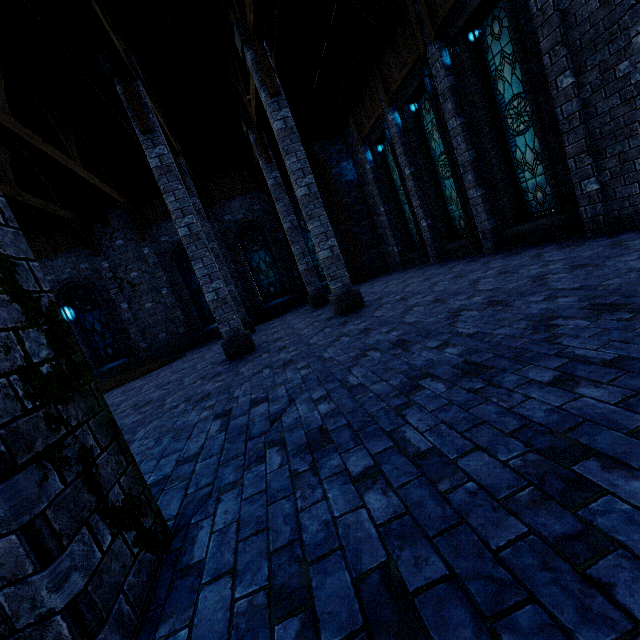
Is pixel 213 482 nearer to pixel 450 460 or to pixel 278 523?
pixel 278 523

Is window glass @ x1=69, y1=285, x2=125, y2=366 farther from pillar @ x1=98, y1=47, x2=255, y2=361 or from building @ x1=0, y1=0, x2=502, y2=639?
pillar @ x1=98, y1=47, x2=255, y2=361

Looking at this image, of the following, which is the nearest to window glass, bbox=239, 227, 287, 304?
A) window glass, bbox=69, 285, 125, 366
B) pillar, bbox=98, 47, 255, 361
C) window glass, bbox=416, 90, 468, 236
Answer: window glass, bbox=69, 285, 125, 366

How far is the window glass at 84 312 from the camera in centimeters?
1448cm

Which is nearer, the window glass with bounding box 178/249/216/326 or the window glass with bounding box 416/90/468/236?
the window glass with bounding box 416/90/468/236

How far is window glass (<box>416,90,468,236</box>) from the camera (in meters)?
10.19

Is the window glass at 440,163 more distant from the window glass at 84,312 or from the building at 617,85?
the window glass at 84,312

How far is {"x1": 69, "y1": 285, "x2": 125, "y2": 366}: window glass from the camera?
14.5m
